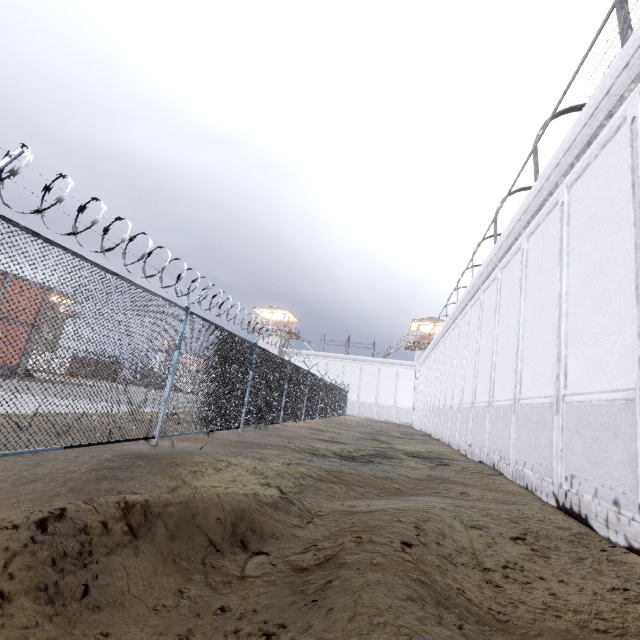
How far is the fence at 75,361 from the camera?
4.3 meters

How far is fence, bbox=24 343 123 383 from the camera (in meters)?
4.35

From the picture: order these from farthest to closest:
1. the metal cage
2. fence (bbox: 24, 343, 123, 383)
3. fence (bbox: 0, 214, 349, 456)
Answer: the metal cage
fence (bbox: 0, 214, 349, 456)
fence (bbox: 24, 343, 123, 383)

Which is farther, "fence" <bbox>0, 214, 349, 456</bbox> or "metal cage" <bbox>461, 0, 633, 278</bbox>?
"metal cage" <bbox>461, 0, 633, 278</bbox>

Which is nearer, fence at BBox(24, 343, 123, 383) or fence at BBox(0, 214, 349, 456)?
fence at BBox(24, 343, 123, 383)

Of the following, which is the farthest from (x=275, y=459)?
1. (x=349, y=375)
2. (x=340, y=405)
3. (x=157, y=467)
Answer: (x=349, y=375)

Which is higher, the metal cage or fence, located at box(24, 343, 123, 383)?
the metal cage

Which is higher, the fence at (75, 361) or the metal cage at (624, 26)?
the metal cage at (624, 26)
